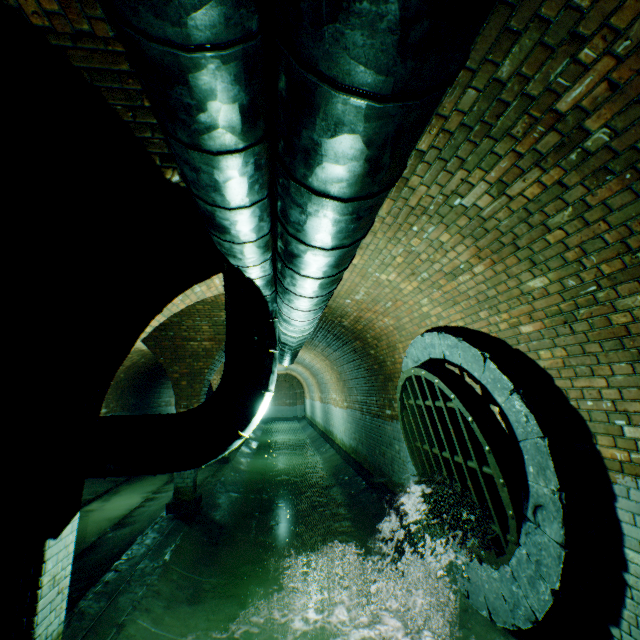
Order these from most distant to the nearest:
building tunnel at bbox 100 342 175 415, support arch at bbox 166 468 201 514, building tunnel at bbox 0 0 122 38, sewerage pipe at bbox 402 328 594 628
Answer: building tunnel at bbox 100 342 175 415 < support arch at bbox 166 468 201 514 < sewerage pipe at bbox 402 328 594 628 < building tunnel at bbox 0 0 122 38

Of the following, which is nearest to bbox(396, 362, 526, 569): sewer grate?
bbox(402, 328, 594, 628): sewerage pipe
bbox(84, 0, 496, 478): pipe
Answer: bbox(402, 328, 594, 628): sewerage pipe

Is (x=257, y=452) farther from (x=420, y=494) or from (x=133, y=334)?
(x=133, y=334)

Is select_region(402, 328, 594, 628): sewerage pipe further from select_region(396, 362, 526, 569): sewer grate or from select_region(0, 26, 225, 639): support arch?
select_region(0, 26, 225, 639): support arch

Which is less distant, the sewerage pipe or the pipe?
the pipe

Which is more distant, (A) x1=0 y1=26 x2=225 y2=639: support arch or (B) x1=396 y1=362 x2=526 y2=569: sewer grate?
(B) x1=396 y1=362 x2=526 y2=569: sewer grate

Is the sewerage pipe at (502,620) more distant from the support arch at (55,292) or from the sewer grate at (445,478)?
the support arch at (55,292)

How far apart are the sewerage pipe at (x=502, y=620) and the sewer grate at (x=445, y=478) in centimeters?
→ 1cm
